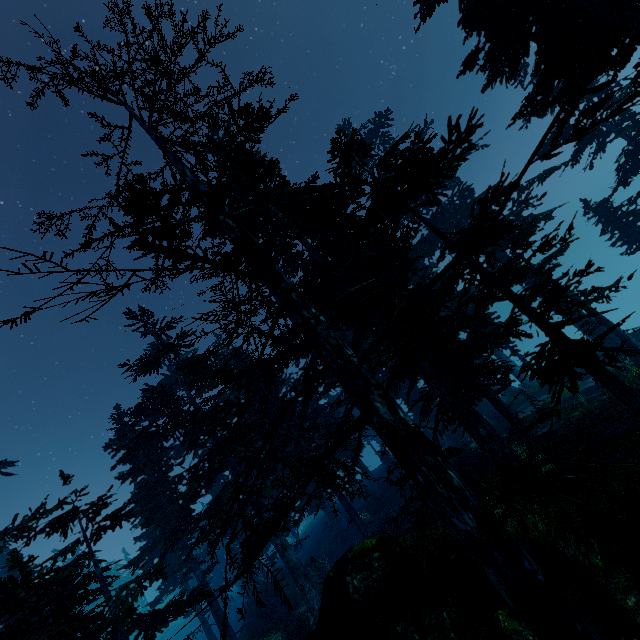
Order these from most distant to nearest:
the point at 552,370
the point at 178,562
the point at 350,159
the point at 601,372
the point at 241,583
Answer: the point at 241,583 → the point at 178,562 → the point at 350,159 → the point at 552,370 → the point at 601,372

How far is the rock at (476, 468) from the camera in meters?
17.3

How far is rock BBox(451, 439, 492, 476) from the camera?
17.3 meters

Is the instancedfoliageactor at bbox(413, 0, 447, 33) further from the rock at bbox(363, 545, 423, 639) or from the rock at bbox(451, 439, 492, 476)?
the rock at bbox(451, 439, 492, 476)

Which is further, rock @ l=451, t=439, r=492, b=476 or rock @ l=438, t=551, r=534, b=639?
rock @ l=451, t=439, r=492, b=476

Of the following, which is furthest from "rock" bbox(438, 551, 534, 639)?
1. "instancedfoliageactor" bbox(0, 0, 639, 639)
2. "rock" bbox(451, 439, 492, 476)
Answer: "rock" bbox(451, 439, 492, 476)

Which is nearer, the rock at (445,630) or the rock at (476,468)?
the rock at (445,630)
